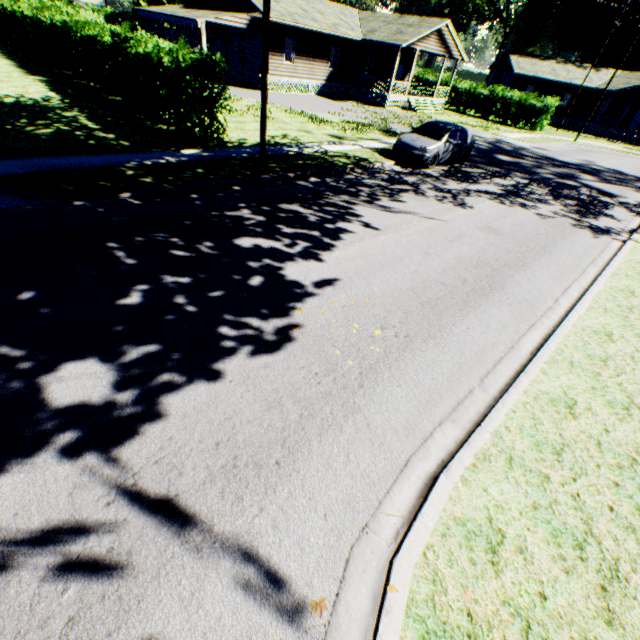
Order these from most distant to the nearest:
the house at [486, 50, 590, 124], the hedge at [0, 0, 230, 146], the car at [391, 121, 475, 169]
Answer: the house at [486, 50, 590, 124] < the car at [391, 121, 475, 169] < the hedge at [0, 0, 230, 146]

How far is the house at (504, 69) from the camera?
40.56m

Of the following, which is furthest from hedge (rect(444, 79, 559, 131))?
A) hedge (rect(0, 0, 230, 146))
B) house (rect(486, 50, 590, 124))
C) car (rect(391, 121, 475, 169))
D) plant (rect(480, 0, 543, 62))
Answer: hedge (rect(0, 0, 230, 146))

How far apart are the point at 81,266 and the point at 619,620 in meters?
8.2 m

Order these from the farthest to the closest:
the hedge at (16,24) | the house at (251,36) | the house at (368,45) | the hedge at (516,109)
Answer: the hedge at (516,109), the house at (368,45), the house at (251,36), the hedge at (16,24)

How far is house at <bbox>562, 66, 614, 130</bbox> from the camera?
40.6m

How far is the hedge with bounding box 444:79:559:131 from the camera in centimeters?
3209cm
